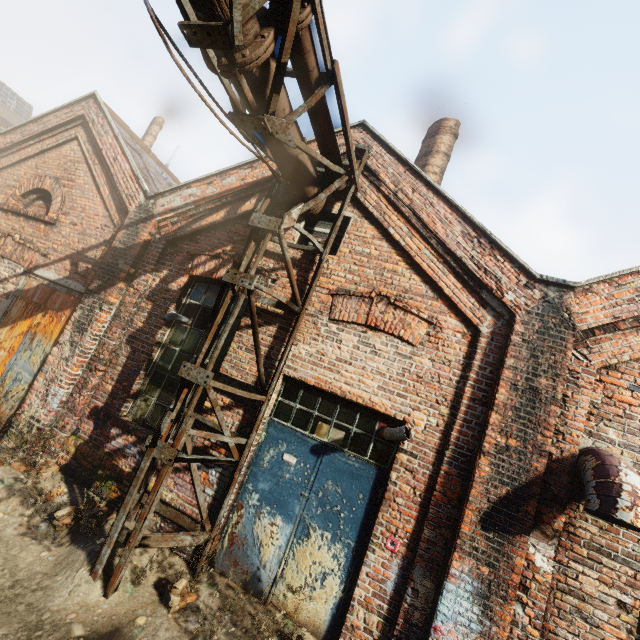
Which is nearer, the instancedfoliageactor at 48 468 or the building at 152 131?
the instancedfoliageactor at 48 468

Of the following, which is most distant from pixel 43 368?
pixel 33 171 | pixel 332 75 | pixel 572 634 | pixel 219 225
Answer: pixel 572 634

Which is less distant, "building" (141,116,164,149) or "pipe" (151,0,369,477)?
"pipe" (151,0,369,477)

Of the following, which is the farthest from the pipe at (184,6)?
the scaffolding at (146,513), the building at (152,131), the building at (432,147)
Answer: the building at (152,131)

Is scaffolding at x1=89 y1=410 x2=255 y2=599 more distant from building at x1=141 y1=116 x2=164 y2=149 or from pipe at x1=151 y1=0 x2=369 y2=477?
building at x1=141 y1=116 x2=164 y2=149

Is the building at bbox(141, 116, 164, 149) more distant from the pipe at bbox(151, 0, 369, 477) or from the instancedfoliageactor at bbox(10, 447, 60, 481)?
the instancedfoliageactor at bbox(10, 447, 60, 481)

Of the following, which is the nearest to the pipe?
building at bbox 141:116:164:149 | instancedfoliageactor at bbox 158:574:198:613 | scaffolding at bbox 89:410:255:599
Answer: scaffolding at bbox 89:410:255:599

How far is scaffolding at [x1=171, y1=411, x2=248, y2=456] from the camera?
3.9 meters
